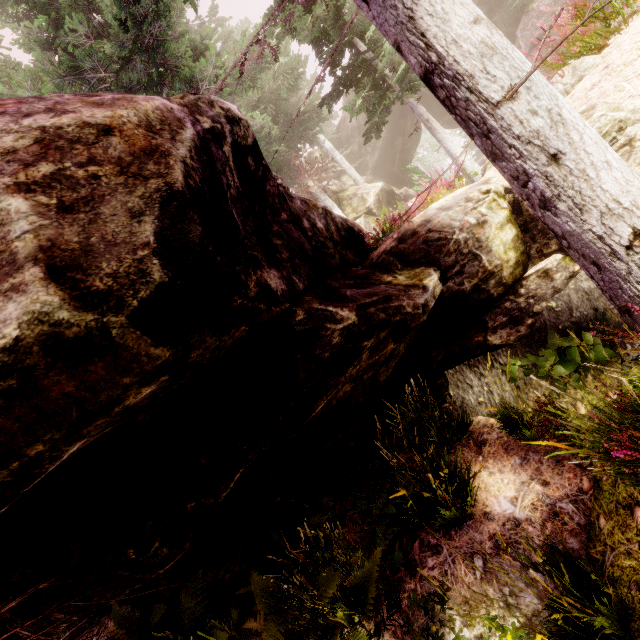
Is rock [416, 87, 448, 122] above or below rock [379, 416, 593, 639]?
above

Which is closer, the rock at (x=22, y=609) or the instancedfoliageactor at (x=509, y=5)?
the rock at (x=22, y=609)

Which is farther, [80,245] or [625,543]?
[625,543]

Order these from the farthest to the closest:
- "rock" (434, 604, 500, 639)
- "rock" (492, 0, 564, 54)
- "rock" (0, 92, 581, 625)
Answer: "rock" (492, 0, 564, 54) → "rock" (434, 604, 500, 639) → "rock" (0, 92, 581, 625)

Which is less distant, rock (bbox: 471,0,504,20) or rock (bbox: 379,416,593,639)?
rock (bbox: 379,416,593,639)

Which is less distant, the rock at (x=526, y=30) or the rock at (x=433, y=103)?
the rock at (x=526, y=30)

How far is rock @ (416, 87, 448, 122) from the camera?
28.47m

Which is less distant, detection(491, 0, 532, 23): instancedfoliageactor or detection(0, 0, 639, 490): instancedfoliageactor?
detection(0, 0, 639, 490): instancedfoliageactor
